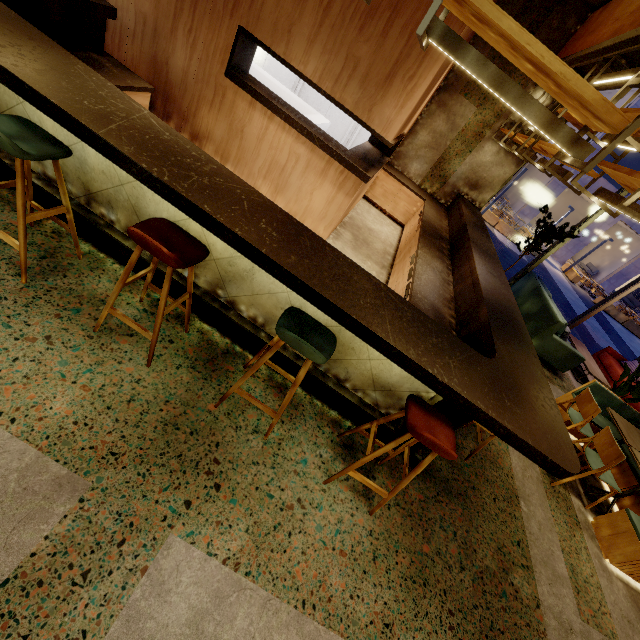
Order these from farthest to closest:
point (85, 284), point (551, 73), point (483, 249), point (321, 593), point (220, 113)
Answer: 1. point (483, 249)
2. point (220, 113)
3. point (85, 284)
4. point (321, 593)
5. point (551, 73)

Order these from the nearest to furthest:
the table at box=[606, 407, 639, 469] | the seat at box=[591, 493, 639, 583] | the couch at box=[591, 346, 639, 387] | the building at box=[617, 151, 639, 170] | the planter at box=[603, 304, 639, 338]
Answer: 1. the seat at box=[591, 493, 639, 583]
2. the table at box=[606, 407, 639, 469]
3. the couch at box=[591, 346, 639, 387]
4. the planter at box=[603, 304, 639, 338]
5. the building at box=[617, 151, 639, 170]

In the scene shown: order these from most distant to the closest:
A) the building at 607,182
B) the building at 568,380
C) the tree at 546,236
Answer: the building at 607,182, the tree at 546,236, the building at 568,380

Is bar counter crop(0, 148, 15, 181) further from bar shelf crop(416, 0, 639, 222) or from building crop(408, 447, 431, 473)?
bar shelf crop(416, 0, 639, 222)

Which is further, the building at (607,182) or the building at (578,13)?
the building at (607,182)

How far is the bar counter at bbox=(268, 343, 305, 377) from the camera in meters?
2.8 m

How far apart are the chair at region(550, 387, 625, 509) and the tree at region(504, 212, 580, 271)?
4.55m

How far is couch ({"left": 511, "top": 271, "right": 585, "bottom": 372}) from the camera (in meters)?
6.21
